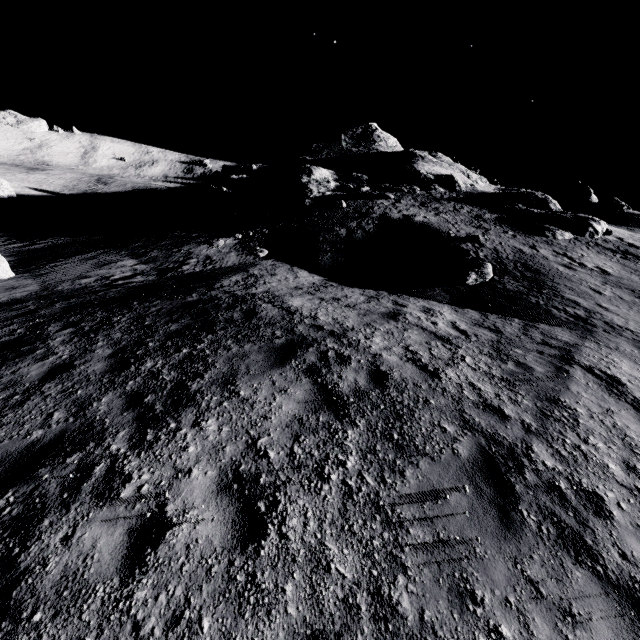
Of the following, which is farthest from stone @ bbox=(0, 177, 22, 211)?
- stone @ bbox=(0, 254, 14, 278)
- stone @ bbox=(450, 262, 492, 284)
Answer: stone @ bbox=(450, 262, 492, 284)

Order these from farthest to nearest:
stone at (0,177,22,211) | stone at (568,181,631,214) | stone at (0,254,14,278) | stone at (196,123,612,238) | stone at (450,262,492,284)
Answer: stone at (568,181,631,214) → stone at (0,177,22,211) → stone at (196,123,612,238) → stone at (450,262,492,284) → stone at (0,254,14,278)

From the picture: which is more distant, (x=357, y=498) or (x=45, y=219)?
(x=45, y=219)

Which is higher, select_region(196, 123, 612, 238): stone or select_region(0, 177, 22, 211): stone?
select_region(196, 123, 612, 238): stone

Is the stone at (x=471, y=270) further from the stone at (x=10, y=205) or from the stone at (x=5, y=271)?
the stone at (x=10, y=205)

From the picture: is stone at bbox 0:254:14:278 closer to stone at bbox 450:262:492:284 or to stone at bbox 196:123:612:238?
stone at bbox 450:262:492:284

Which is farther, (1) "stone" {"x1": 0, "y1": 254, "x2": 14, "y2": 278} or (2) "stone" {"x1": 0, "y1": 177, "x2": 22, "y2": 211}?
(2) "stone" {"x1": 0, "y1": 177, "x2": 22, "y2": 211}

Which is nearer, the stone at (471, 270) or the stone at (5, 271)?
the stone at (5, 271)
